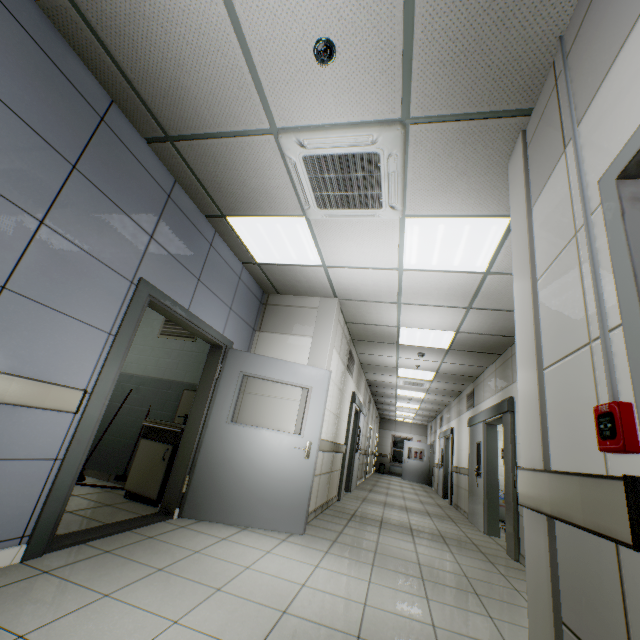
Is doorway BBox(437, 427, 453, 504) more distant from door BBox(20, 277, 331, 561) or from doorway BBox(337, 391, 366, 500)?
door BBox(20, 277, 331, 561)

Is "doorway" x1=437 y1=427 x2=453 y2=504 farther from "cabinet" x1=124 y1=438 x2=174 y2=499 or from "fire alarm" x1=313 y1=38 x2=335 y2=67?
"fire alarm" x1=313 y1=38 x2=335 y2=67

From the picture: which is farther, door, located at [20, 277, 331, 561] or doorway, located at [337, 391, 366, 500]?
doorway, located at [337, 391, 366, 500]

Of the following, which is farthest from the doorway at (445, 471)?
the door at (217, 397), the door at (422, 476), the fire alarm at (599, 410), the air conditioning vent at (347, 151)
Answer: the fire alarm at (599, 410)

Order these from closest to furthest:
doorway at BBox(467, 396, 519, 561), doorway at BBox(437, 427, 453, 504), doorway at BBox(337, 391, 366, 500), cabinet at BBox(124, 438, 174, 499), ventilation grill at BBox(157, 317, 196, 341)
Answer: cabinet at BBox(124, 438, 174, 499), doorway at BBox(467, 396, 519, 561), ventilation grill at BBox(157, 317, 196, 341), doorway at BBox(337, 391, 366, 500), doorway at BBox(437, 427, 453, 504)

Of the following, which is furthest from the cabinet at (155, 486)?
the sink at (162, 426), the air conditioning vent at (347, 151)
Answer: the air conditioning vent at (347, 151)

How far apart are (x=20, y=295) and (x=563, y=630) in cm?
325

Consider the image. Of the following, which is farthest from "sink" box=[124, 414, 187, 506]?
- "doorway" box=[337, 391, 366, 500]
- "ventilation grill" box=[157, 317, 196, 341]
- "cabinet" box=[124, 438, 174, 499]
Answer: "doorway" box=[337, 391, 366, 500]
